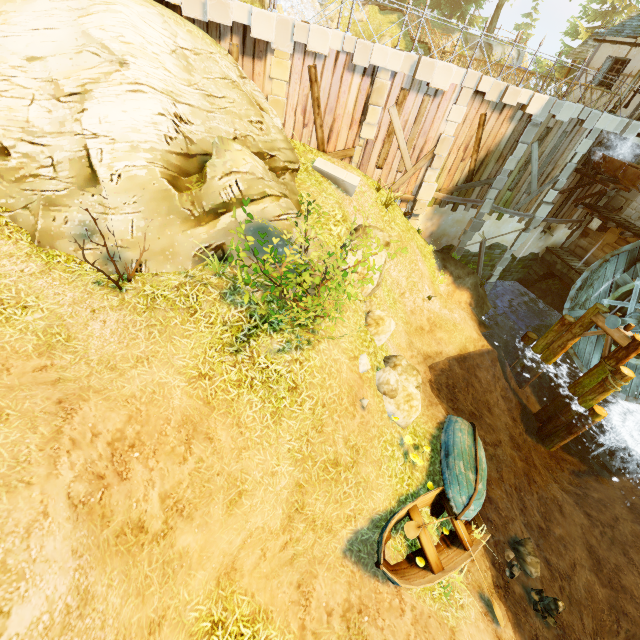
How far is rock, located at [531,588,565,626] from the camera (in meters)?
7.62

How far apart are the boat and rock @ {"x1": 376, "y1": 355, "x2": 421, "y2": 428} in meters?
1.5 m

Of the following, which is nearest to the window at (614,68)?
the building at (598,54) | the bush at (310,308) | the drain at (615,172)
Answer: the building at (598,54)

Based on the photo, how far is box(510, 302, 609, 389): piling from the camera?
12.7 meters

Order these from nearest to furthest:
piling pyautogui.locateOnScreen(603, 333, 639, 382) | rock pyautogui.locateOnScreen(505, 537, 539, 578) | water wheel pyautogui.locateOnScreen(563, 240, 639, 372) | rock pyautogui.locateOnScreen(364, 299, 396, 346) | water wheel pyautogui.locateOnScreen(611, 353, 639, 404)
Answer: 1. rock pyautogui.locateOnScreen(505, 537, 539, 578)
2. rock pyautogui.locateOnScreen(364, 299, 396, 346)
3. piling pyautogui.locateOnScreen(603, 333, 639, 382)
4. water wheel pyautogui.locateOnScreen(563, 240, 639, 372)
5. water wheel pyautogui.locateOnScreen(611, 353, 639, 404)

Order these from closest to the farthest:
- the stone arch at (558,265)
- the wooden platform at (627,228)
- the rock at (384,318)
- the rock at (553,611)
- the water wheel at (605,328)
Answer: the rock at (553,611) → the rock at (384,318) → the water wheel at (605,328) → the wooden platform at (627,228) → the stone arch at (558,265)

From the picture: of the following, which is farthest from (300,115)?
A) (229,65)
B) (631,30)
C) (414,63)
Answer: (631,30)

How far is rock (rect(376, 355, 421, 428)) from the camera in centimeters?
801cm
